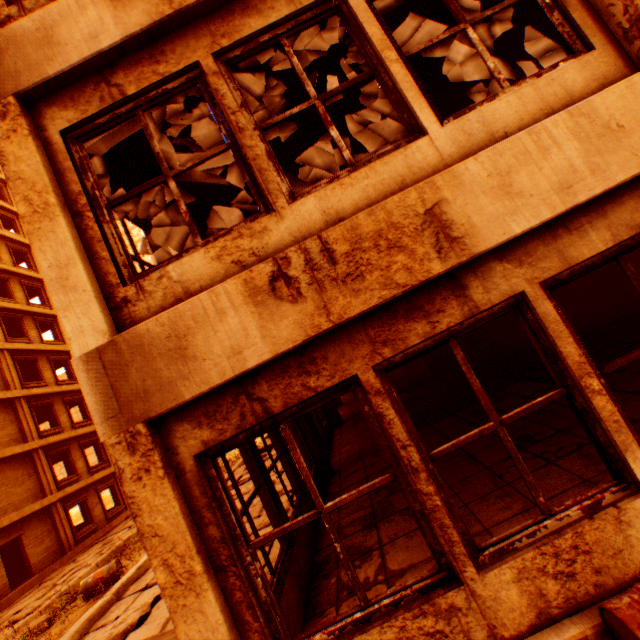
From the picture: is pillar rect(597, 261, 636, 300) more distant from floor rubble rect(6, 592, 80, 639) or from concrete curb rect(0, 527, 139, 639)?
concrete curb rect(0, 527, 139, 639)

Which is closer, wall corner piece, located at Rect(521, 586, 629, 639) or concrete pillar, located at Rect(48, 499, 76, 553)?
wall corner piece, located at Rect(521, 586, 629, 639)

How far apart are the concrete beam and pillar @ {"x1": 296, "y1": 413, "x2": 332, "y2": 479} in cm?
470

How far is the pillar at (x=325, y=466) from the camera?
6.9m

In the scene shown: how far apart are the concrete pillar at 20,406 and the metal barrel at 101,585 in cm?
1324

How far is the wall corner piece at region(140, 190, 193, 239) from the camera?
4.58m

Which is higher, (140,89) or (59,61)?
(59,61)

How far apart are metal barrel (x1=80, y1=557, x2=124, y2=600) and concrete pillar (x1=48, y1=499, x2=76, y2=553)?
11.9m
